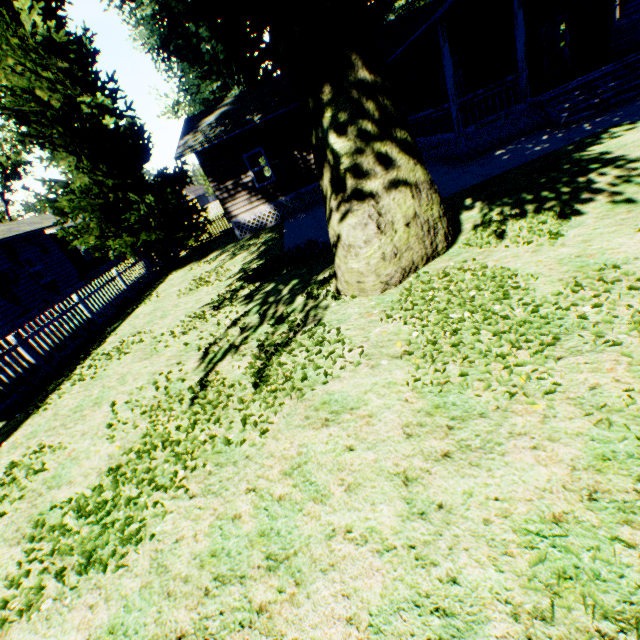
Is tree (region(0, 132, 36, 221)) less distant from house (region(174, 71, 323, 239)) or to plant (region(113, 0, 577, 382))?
plant (region(113, 0, 577, 382))

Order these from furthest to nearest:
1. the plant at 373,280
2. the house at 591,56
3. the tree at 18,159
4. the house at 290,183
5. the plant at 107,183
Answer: the tree at 18,159 → the house at 290,183 → the plant at 107,183 → the house at 591,56 → the plant at 373,280

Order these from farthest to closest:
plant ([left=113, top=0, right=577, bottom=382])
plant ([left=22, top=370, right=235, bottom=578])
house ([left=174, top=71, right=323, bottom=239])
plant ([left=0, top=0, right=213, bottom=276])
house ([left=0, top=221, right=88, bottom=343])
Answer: house ([left=0, top=221, right=88, bottom=343]) → house ([left=174, top=71, right=323, bottom=239]) → plant ([left=0, top=0, right=213, bottom=276]) → plant ([left=113, top=0, right=577, bottom=382]) → plant ([left=22, top=370, right=235, bottom=578])

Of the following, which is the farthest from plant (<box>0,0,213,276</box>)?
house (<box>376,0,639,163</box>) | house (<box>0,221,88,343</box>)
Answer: house (<box>0,221,88,343</box>)

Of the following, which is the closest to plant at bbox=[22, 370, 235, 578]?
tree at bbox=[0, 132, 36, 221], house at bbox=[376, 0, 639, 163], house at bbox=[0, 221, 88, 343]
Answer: house at bbox=[376, 0, 639, 163]

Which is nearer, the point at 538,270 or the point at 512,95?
the point at 538,270

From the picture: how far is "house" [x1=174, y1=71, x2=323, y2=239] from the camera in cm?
1471

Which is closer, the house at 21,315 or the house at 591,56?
the house at 591,56
